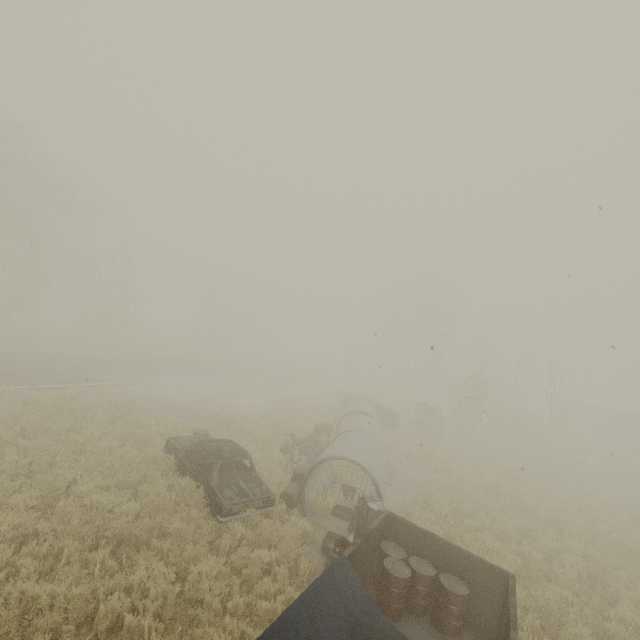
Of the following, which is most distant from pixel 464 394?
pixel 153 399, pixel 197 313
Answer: pixel 197 313

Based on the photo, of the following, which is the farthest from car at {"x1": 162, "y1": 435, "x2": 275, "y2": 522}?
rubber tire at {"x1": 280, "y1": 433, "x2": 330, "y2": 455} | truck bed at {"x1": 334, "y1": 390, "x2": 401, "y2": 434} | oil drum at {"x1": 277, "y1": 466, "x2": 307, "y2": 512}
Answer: truck bed at {"x1": 334, "y1": 390, "x2": 401, "y2": 434}

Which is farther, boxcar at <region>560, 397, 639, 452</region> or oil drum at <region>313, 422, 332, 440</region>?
boxcar at <region>560, 397, 639, 452</region>

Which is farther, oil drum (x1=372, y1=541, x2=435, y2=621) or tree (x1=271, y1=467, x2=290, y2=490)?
tree (x1=271, y1=467, x2=290, y2=490)

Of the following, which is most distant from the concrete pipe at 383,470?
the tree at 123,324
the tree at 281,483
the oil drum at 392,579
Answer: the tree at 123,324

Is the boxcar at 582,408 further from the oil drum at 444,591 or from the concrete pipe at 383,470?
the oil drum at 444,591

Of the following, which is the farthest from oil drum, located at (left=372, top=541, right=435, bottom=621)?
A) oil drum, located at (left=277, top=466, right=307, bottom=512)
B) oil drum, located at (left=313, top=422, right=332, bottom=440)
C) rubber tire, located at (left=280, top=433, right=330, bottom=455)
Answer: oil drum, located at (left=313, top=422, right=332, bottom=440)

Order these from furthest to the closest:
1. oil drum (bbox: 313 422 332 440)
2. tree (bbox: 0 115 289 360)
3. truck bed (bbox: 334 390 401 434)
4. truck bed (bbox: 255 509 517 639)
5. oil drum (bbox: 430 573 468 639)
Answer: tree (bbox: 0 115 289 360)
truck bed (bbox: 334 390 401 434)
oil drum (bbox: 313 422 332 440)
oil drum (bbox: 430 573 468 639)
truck bed (bbox: 255 509 517 639)
